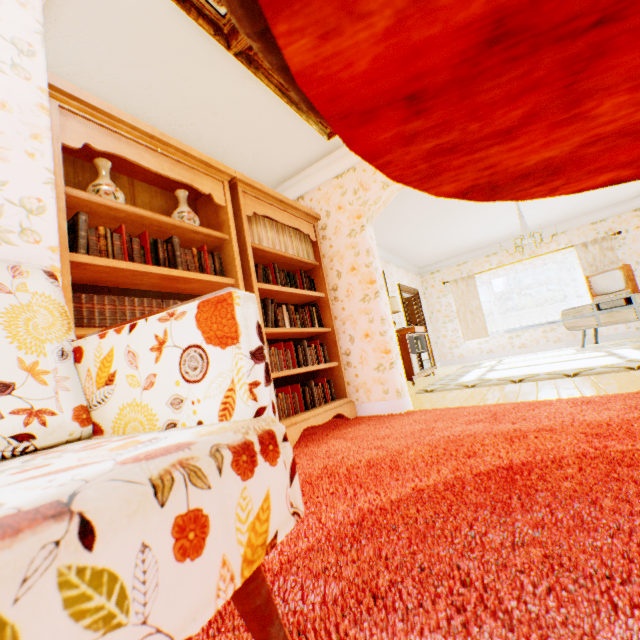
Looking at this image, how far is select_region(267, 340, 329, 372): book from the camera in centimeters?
301cm

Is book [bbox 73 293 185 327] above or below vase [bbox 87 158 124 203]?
below

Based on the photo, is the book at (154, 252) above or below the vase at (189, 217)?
below

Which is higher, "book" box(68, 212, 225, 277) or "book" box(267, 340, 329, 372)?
"book" box(68, 212, 225, 277)

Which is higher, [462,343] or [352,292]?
[352,292]

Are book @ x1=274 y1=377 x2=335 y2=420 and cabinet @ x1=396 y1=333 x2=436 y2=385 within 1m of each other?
no

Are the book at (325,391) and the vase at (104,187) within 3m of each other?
yes

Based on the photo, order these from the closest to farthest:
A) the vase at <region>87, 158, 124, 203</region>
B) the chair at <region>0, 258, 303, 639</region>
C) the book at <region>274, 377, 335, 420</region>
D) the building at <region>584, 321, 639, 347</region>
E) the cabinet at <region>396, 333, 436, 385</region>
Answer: the chair at <region>0, 258, 303, 639</region> → the vase at <region>87, 158, 124, 203</region> → the book at <region>274, 377, 335, 420</region> → the cabinet at <region>396, 333, 436, 385</region> → the building at <region>584, 321, 639, 347</region>
